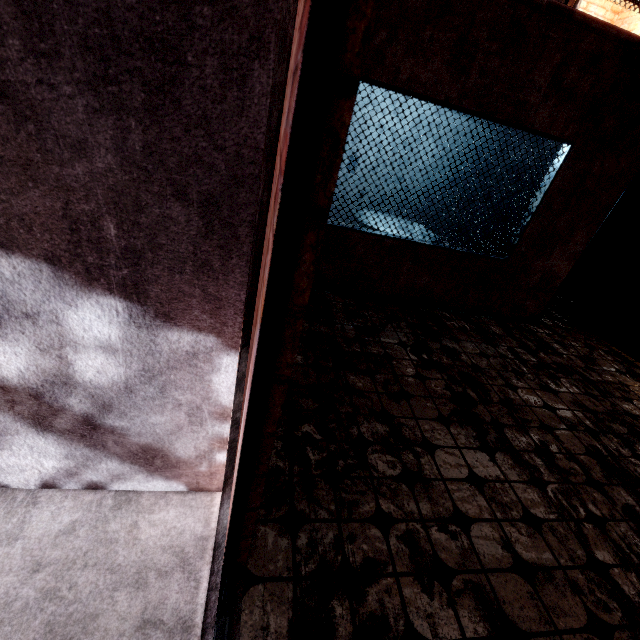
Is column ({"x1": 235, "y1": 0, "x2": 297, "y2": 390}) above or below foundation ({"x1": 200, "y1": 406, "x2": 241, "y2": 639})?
above

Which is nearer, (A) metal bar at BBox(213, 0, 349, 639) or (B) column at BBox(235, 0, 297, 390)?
(A) metal bar at BBox(213, 0, 349, 639)

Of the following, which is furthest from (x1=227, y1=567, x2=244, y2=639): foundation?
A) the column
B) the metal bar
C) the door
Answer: the door

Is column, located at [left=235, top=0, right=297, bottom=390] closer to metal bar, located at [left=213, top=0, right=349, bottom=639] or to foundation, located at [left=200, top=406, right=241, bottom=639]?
foundation, located at [left=200, top=406, right=241, bottom=639]

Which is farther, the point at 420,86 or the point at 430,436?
the point at 420,86

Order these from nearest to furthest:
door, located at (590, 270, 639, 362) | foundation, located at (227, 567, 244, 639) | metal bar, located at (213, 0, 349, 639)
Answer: metal bar, located at (213, 0, 349, 639), foundation, located at (227, 567, 244, 639), door, located at (590, 270, 639, 362)

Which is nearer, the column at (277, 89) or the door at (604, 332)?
the column at (277, 89)

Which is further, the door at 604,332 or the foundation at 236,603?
the door at 604,332
